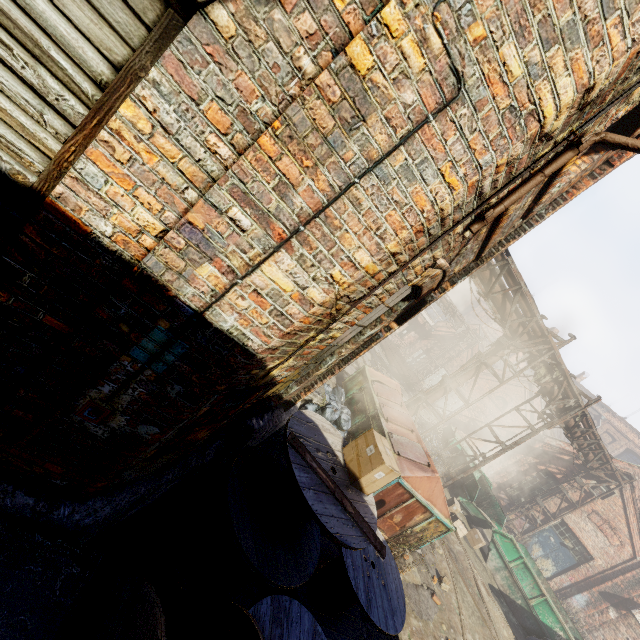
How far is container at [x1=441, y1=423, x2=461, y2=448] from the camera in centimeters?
1694cm

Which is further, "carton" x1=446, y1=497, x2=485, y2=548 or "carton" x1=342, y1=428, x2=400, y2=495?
"carton" x1=446, y1=497, x2=485, y2=548

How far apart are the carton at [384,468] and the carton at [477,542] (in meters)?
10.50

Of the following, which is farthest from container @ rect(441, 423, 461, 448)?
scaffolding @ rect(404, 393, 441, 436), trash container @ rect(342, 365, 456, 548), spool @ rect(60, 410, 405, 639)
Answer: spool @ rect(60, 410, 405, 639)

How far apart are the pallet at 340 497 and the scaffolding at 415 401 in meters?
8.3

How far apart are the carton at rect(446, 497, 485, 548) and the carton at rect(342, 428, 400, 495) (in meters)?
10.50

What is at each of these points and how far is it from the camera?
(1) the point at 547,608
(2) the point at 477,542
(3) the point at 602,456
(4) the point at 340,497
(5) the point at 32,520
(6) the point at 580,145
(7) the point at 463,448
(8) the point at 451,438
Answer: (1) container, 10.54m
(2) carton, 12.14m
(3) pipe, 14.59m
(4) pallet, 3.32m
(5) building, 2.16m
(6) light, 1.88m
(7) container, 16.78m
(8) container, 17.08m

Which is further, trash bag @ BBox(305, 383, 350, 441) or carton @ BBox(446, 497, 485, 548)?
carton @ BBox(446, 497, 485, 548)
